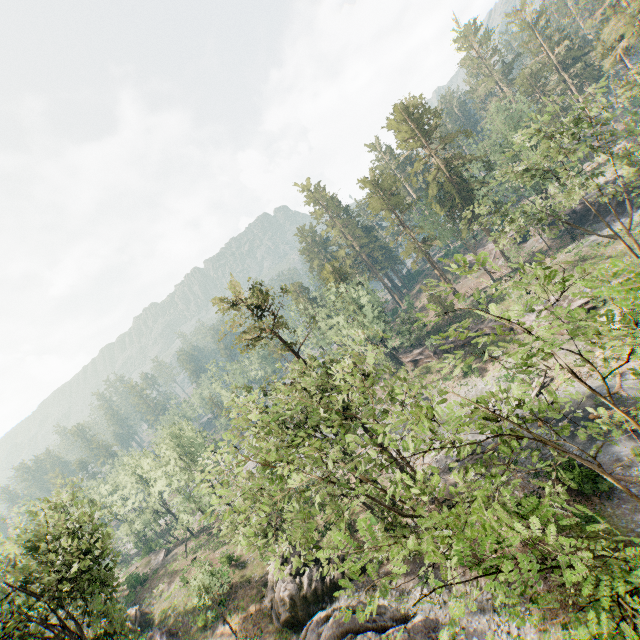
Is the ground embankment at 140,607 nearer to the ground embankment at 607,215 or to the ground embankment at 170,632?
the ground embankment at 170,632

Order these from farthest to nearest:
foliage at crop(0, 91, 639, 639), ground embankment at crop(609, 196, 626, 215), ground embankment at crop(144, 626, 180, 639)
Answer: ground embankment at crop(609, 196, 626, 215), ground embankment at crop(144, 626, 180, 639), foliage at crop(0, 91, 639, 639)

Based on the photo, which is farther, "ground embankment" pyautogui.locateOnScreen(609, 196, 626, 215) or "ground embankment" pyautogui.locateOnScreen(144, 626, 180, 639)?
"ground embankment" pyautogui.locateOnScreen(609, 196, 626, 215)

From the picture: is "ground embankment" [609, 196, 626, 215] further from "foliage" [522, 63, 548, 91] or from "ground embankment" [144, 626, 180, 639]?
"ground embankment" [144, 626, 180, 639]

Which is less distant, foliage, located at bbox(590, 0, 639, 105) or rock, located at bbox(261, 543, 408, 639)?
rock, located at bbox(261, 543, 408, 639)

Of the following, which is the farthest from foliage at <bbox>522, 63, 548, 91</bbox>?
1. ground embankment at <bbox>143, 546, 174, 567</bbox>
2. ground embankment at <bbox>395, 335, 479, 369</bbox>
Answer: ground embankment at <bbox>143, 546, 174, 567</bbox>

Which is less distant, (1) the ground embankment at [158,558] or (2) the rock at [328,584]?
(2) the rock at [328,584]

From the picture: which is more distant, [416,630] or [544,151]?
[544,151]
